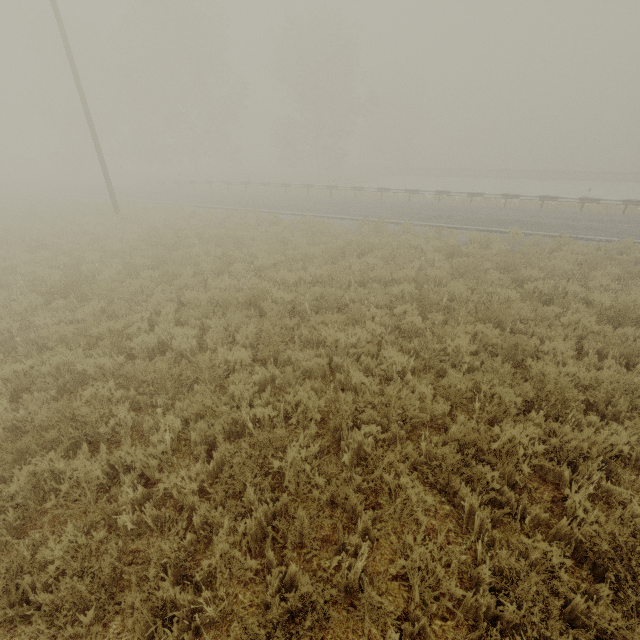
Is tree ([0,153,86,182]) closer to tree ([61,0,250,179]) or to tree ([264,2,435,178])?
tree ([61,0,250,179])

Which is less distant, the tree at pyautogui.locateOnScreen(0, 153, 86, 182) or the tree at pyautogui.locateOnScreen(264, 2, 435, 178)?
the tree at pyautogui.locateOnScreen(264, 2, 435, 178)

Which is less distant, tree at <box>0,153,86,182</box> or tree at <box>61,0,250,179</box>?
tree at <box>61,0,250,179</box>

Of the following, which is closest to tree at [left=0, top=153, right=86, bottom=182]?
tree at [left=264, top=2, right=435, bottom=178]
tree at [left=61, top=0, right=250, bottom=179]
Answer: tree at [left=61, top=0, right=250, bottom=179]

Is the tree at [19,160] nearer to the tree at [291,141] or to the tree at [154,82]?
the tree at [154,82]

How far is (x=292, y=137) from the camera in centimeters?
3916cm
